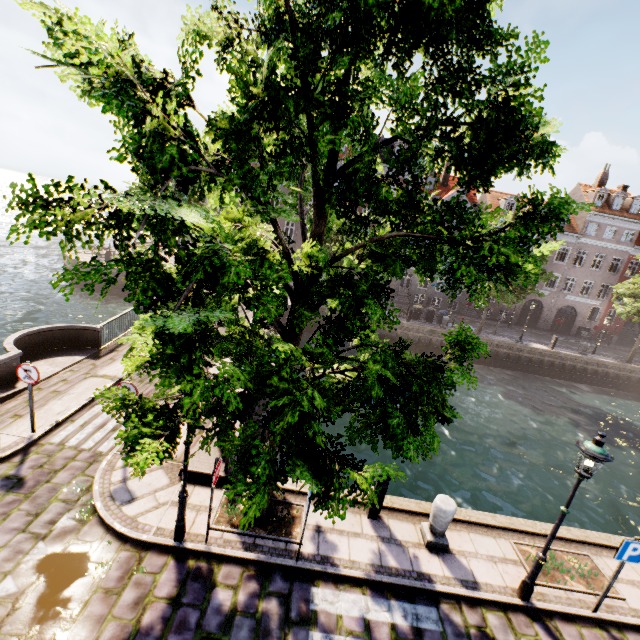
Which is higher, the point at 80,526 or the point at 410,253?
the point at 410,253

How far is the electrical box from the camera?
7.3 meters

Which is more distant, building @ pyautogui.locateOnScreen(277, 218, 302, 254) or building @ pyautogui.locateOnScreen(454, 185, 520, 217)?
building @ pyautogui.locateOnScreen(277, 218, 302, 254)

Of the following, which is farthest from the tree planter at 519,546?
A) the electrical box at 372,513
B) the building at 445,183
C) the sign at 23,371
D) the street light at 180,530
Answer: the building at 445,183

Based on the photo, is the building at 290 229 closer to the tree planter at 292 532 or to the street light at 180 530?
the street light at 180 530

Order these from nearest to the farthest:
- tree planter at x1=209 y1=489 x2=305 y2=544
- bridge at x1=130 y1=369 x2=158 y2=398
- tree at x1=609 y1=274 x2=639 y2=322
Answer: tree planter at x1=209 y1=489 x2=305 y2=544
bridge at x1=130 y1=369 x2=158 y2=398
tree at x1=609 y1=274 x2=639 y2=322

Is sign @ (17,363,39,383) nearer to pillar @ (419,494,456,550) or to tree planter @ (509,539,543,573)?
pillar @ (419,494,456,550)

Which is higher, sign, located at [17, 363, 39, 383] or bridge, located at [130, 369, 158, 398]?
sign, located at [17, 363, 39, 383]
